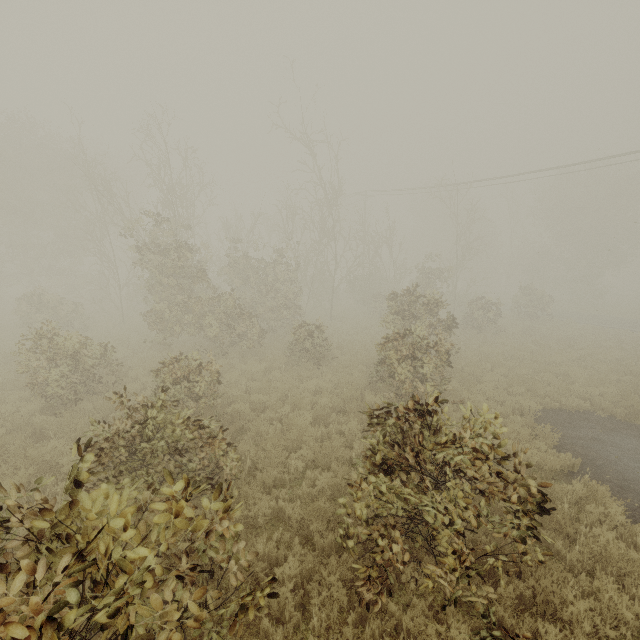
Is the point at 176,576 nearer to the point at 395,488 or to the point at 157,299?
the point at 395,488
